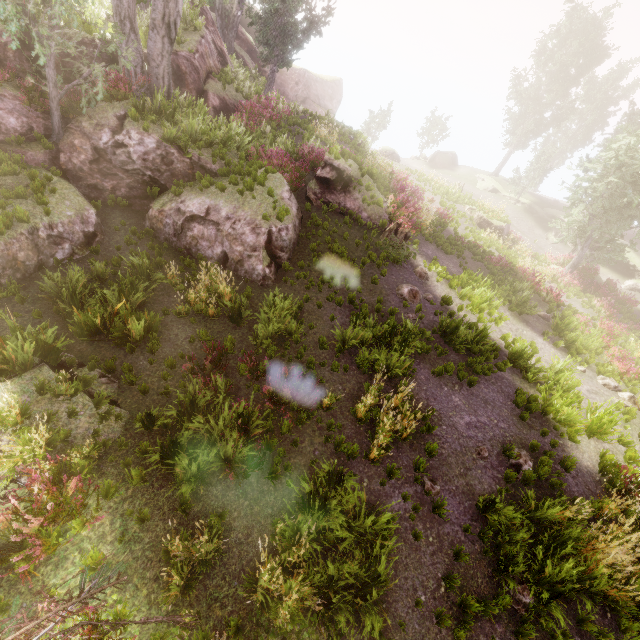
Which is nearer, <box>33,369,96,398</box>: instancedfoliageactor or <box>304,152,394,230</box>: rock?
<box>33,369,96,398</box>: instancedfoliageactor

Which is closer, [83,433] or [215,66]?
[83,433]

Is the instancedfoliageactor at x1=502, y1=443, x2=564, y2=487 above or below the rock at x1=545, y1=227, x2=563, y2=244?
above

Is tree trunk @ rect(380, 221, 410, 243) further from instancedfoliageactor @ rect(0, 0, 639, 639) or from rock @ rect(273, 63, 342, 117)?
instancedfoliageactor @ rect(0, 0, 639, 639)

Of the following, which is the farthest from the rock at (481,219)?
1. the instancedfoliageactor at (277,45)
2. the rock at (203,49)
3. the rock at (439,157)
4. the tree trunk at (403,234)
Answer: the rock at (439,157)

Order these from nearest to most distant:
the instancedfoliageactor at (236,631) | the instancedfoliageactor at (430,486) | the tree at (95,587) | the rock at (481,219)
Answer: the tree at (95,587)
the instancedfoliageactor at (236,631)
the instancedfoliageactor at (430,486)
the rock at (481,219)

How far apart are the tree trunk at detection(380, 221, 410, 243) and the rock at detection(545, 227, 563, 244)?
23.7m

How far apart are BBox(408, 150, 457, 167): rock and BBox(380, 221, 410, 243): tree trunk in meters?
32.3
